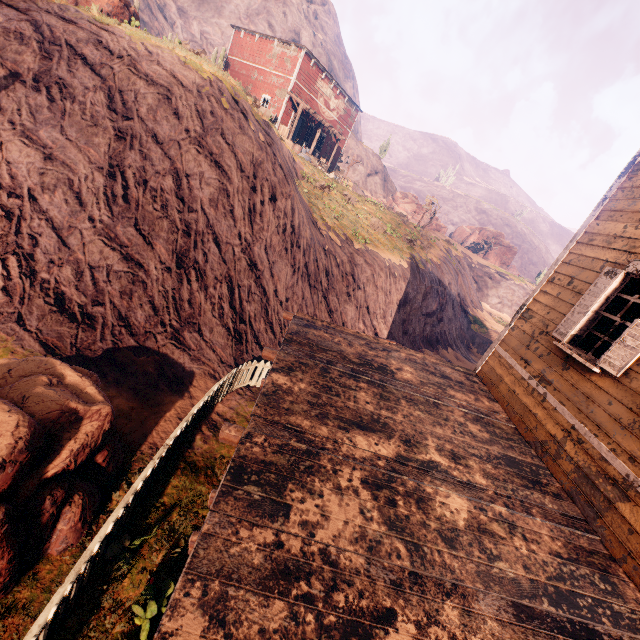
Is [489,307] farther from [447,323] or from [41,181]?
[41,181]

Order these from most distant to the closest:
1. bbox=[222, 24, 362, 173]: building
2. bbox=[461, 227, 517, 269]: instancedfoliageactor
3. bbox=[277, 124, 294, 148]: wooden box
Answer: bbox=[461, 227, 517, 269]: instancedfoliageactor < bbox=[222, 24, 362, 173]: building < bbox=[277, 124, 294, 148]: wooden box

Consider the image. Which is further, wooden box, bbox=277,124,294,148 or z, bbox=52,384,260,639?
wooden box, bbox=277,124,294,148

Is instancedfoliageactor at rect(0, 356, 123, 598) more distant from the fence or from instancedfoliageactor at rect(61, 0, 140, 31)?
instancedfoliageactor at rect(61, 0, 140, 31)

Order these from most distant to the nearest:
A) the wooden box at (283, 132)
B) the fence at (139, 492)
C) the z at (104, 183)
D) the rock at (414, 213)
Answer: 1. the rock at (414, 213)
2. the wooden box at (283, 132)
3. the z at (104, 183)
4. the fence at (139, 492)

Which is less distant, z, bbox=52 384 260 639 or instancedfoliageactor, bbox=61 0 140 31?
z, bbox=52 384 260 639

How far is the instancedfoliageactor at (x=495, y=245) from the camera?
54.6 meters

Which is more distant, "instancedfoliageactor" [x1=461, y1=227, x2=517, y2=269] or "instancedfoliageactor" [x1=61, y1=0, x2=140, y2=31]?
"instancedfoliageactor" [x1=461, y1=227, x2=517, y2=269]
